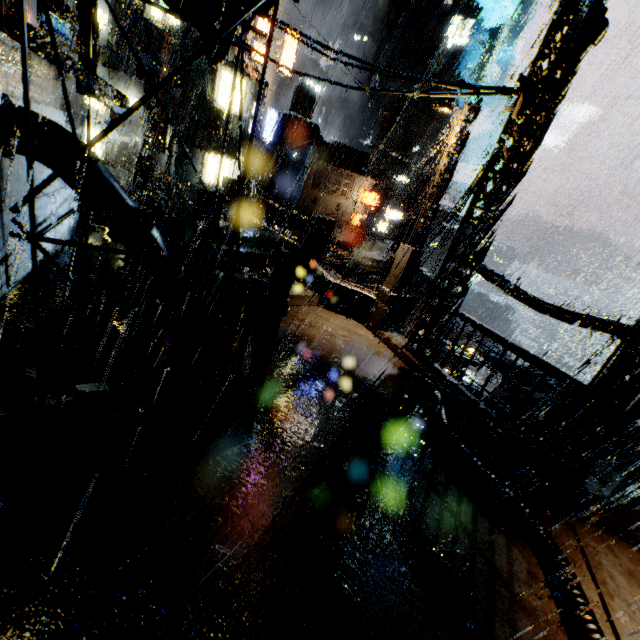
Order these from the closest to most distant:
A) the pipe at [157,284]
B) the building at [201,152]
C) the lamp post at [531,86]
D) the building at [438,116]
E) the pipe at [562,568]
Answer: the pipe at [562,568], the lamp post at [531,86], the pipe at [157,284], the building at [201,152], the building at [438,116]

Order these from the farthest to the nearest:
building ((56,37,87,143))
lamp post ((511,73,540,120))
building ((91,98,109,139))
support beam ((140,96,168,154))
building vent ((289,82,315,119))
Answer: building vent ((289,82,315,119)), building ((91,98,109,139)), support beam ((140,96,168,154)), lamp post ((511,73,540,120)), building ((56,37,87,143))

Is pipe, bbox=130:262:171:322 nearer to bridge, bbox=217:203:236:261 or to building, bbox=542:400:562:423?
building, bbox=542:400:562:423

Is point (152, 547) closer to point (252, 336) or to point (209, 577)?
point (209, 577)

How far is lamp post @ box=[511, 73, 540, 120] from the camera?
7.5 meters

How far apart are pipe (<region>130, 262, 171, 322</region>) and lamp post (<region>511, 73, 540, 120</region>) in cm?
918

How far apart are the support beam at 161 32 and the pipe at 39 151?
17.3m

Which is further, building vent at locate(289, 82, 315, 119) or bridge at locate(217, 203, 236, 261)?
building vent at locate(289, 82, 315, 119)
